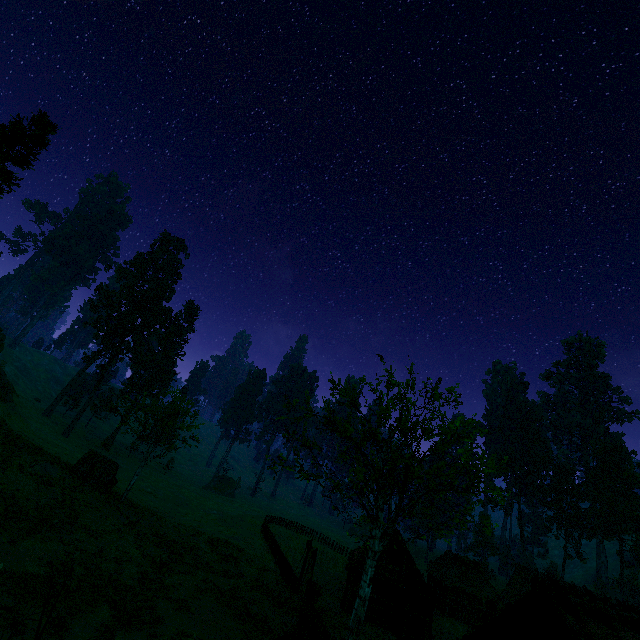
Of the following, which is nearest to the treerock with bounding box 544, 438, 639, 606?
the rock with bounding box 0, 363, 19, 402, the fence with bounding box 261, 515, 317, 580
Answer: the fence with bounding box 261, 515, 317, 580

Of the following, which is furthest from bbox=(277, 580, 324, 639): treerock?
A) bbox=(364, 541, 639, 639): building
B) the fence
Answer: the fence

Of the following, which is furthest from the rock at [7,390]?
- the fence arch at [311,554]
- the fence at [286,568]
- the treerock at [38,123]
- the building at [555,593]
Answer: the building at [555,593]

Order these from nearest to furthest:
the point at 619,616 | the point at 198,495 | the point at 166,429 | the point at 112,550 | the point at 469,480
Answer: the point at 619,616 < the point at 112,550 < the point at 469,480 < the point at 166,429 < the point at 198,495

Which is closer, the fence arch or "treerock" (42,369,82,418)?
the fence arch

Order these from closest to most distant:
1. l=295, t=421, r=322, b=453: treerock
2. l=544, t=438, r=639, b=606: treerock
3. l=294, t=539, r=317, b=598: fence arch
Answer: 1. l=295, t=421, r=322, b=453: treerock
2. l=294, t=539, r=317, b=598: fence arch
3. l=544, t=438, r=639, b=606: treerock

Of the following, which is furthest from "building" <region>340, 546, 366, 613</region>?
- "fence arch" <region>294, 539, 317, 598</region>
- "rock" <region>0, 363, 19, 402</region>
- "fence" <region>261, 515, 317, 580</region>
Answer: "rock" <region>0, 363, 19, 402</region>

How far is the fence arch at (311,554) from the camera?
22.09m
